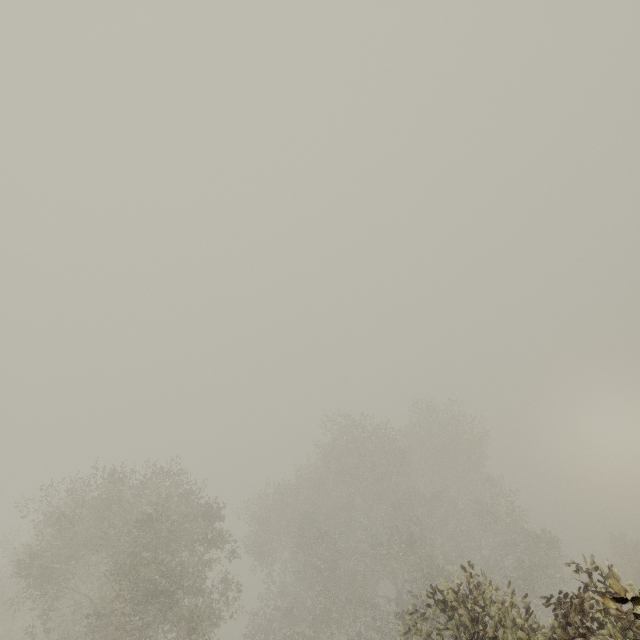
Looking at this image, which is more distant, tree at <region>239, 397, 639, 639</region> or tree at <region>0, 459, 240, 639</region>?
tree at <region>0, 459, 240, 639</region>

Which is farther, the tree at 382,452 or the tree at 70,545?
the tree at 70,545

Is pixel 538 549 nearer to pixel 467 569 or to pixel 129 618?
pixel 467 569
